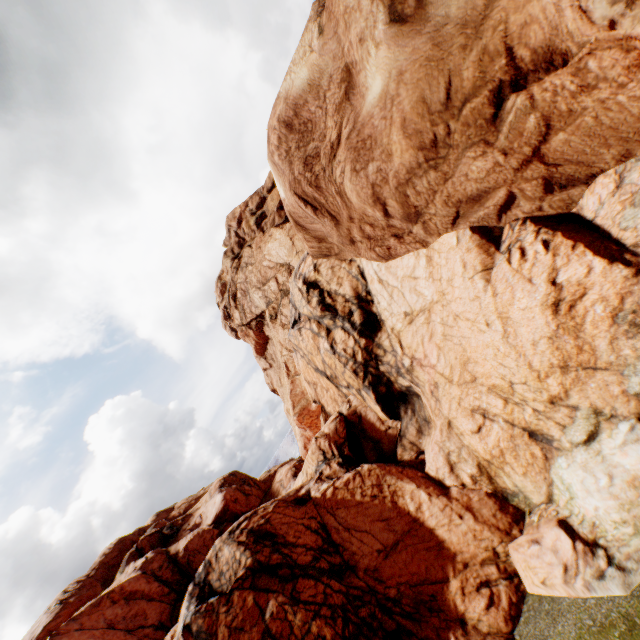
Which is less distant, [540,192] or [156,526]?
[540,192]
